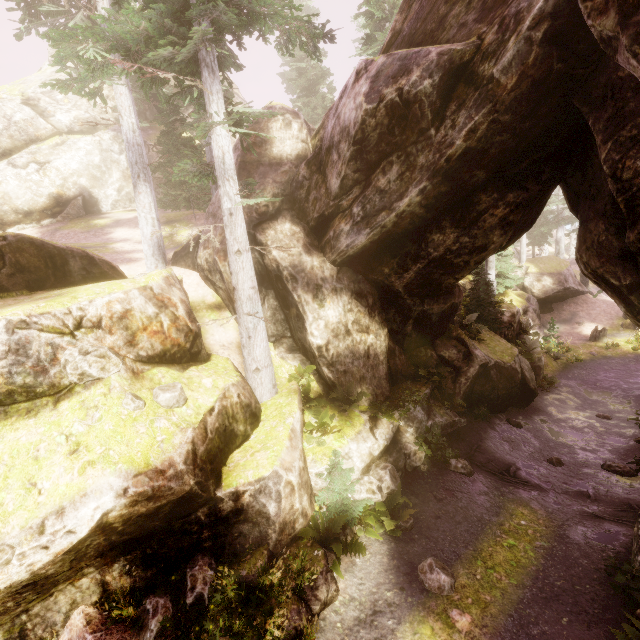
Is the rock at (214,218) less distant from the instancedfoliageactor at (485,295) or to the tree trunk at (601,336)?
the instancedfoliageactor at (485,295)

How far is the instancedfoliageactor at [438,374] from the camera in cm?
1256

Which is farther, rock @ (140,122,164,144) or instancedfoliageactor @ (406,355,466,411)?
rock @ (140,122,164,144)

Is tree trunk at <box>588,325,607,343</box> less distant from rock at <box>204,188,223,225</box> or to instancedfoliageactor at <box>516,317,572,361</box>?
instancedfoliageactor at <box>516,317,572,361</box>

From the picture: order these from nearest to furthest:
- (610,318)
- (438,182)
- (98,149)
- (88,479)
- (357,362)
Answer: (88,479), (438,182), (357,362), (98,149), (610,318)

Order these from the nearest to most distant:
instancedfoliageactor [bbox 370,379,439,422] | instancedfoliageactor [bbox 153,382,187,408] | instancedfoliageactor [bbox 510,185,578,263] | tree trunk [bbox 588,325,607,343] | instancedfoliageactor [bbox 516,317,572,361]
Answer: instancedfoliageactor [bbox 153,382,187,408] < instancedfoliageactor [bbox 370,379,439,422] < instancedfoliageactor [bbox 516,317,572,361] < tree trunk [bbox 588,325,607,343] < instancedfoliageactor [bbox 510,185,578,263]
